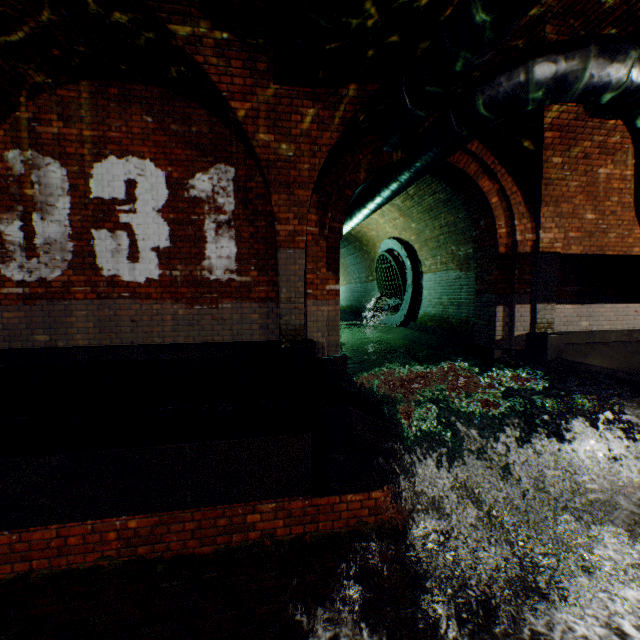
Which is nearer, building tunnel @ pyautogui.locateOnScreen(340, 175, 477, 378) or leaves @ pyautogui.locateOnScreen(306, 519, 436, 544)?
leaves @ pyautogui.locateOnScreen(306, 519, 436, 544)

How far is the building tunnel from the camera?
7.9 meters

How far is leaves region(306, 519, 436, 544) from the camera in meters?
3.5

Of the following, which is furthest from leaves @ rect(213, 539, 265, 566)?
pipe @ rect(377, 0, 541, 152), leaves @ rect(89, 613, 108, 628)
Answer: pipe @ rect(377, 0, 541, 152)

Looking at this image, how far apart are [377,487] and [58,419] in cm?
380

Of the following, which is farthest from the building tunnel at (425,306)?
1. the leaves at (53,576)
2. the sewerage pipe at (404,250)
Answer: the leaves at (53,576)

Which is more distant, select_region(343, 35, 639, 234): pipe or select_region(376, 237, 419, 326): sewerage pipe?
select_region(376, 237, 419, 326): sewerage pipe

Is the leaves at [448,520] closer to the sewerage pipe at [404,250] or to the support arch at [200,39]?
the support arch at [200,39]
